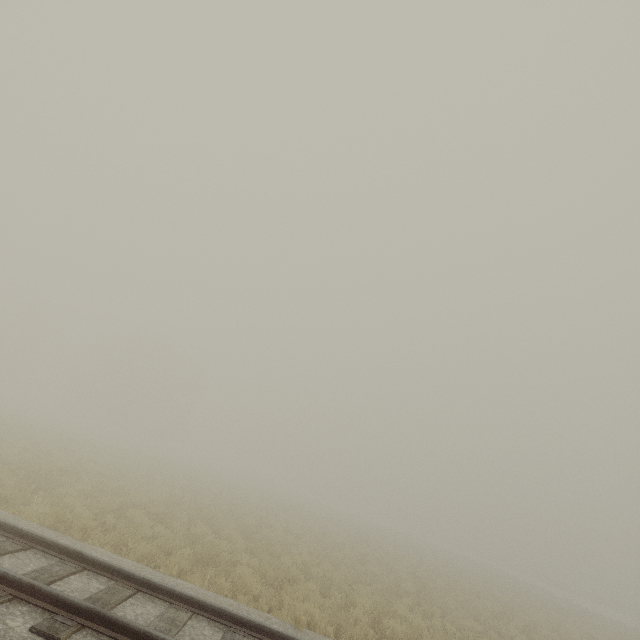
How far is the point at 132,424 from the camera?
50.7 meters
